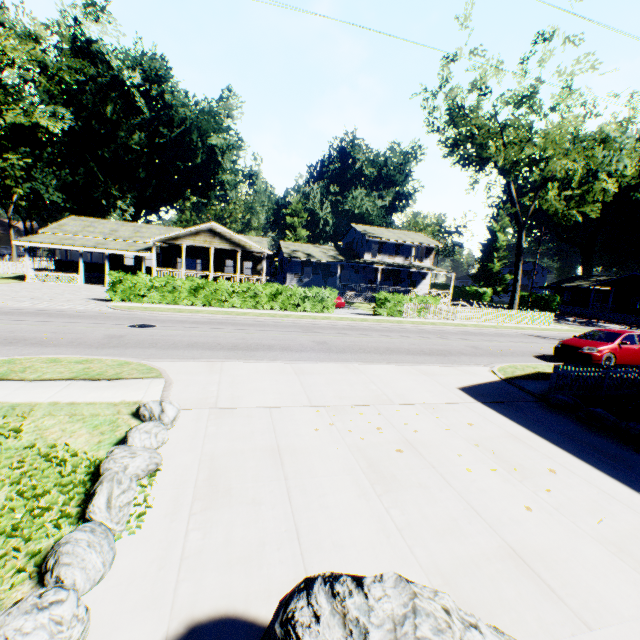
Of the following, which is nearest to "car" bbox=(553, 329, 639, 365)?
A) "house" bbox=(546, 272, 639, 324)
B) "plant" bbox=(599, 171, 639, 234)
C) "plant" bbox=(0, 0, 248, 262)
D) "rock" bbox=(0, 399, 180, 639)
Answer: "rock" bbox=(0, 399, 180, 639)

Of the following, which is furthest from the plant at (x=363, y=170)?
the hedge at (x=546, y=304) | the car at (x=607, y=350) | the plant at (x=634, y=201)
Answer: the car at (x=607, y=350)

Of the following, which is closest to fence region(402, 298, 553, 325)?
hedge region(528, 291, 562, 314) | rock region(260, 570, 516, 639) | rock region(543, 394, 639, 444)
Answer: hedge region(528, 291, 562, 314)

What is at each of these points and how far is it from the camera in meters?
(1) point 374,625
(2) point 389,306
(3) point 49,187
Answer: (1) rock, 1.8 m
(2) hedge, 24.8 m
(3) plant, 47.8 m

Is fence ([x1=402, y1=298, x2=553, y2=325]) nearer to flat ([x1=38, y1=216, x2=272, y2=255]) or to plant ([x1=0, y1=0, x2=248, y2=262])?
plant ([x1=0, y1=0, x2=248, y2=262])

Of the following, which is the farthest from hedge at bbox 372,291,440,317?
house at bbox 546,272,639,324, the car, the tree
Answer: house at bbox 546,272,639,324

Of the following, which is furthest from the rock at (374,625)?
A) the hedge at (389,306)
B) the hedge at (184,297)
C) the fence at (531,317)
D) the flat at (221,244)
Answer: the flat at (221,244)

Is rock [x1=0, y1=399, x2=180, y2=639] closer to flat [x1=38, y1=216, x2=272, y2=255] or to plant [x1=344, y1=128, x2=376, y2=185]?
flat [x1=38, y1=216, x2=272, y2=255]
